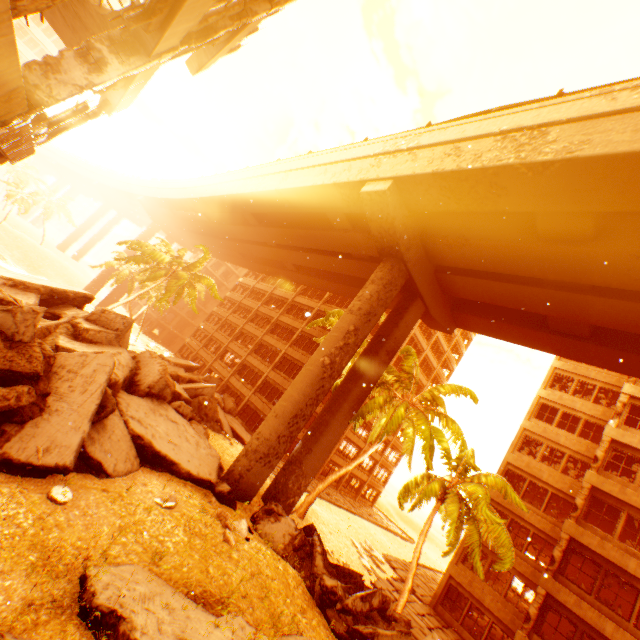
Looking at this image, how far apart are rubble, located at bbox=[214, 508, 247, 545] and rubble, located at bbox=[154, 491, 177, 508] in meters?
1.6

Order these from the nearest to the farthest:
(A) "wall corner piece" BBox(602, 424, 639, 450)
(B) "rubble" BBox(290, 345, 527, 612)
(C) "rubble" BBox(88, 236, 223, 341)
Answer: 1. (B) "rubble" BBox(290, 345, 527, 612)
2. (A) "wall corner piece" BBox(602, 424, 639, 450)
3. (C) "rubble" BBox(88, 236, 223, 341)

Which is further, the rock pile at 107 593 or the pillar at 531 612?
the pillar at 531 612

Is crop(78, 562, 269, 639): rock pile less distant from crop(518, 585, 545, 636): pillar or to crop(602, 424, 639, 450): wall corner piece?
crop(518, 585, 545, 636): pillar

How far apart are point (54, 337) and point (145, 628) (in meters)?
10.34

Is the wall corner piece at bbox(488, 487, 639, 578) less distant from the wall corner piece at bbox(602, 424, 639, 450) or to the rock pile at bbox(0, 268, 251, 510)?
the wall corner piece at bbox(602, 424, 639, 450)

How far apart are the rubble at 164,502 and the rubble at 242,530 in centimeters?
162cm

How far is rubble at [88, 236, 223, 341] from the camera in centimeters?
2656cm
